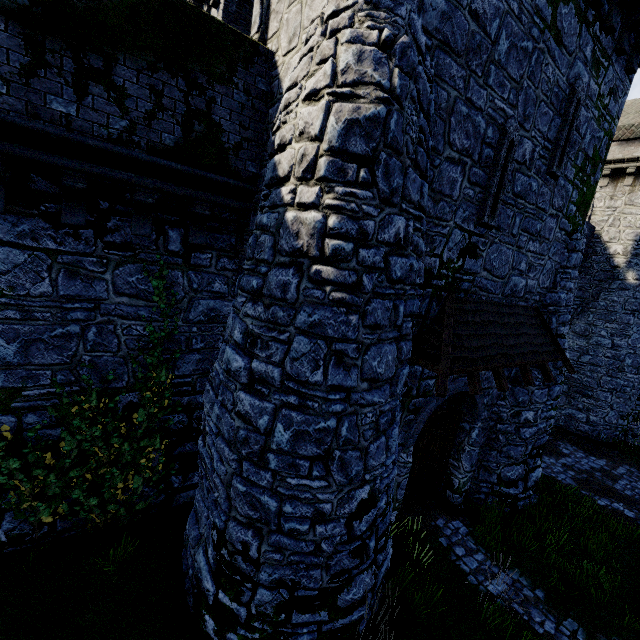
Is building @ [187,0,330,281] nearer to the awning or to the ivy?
the awning

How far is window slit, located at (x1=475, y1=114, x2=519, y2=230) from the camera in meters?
6.4

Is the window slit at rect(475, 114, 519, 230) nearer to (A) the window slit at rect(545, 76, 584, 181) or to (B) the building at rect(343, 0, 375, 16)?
(B) the building at rect(343, 0, 375, 16)

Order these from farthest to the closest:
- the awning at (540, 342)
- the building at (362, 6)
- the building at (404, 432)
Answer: the building at (404, 432)
the awning at (540, 342)
the building at (362, 6)

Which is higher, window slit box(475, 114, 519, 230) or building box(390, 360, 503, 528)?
window slit box(475, 114, 519, 230)

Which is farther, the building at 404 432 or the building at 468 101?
the building at 404 432

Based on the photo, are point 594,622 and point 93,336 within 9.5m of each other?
A: no

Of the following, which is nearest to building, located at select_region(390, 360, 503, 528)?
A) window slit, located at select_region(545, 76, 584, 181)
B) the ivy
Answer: window slit, located at select_region(545, 76, 584, 181)
